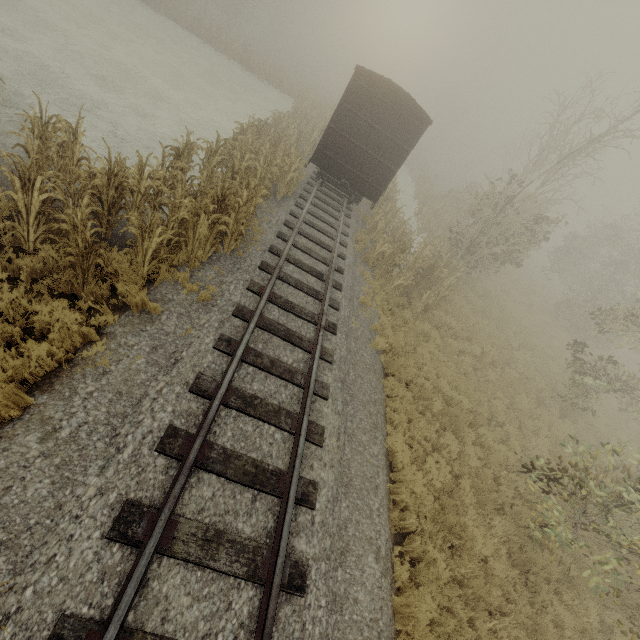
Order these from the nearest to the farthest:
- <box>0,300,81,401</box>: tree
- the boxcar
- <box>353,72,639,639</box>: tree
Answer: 1. <box>0,300,81,401</box>: tree
2. <box>353,72,639,639</box>: tree
3. the boxcar

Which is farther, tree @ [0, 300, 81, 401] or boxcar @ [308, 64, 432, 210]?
boxcar @ [308, 64, 432, 210]

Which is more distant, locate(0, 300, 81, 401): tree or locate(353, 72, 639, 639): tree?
locate(353, 72, 639, 639): tree

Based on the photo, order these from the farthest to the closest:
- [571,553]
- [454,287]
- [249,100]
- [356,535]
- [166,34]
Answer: [166,34], [249,100], [454,287], [571,553], [356,535]

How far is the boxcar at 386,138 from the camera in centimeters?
1181cm

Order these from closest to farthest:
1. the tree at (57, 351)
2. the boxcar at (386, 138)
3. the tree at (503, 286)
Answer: the tree at (57, 351) → the tree at (503, 286) → the boxcar at (386, 138)

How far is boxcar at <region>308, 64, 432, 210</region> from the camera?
11.81m
